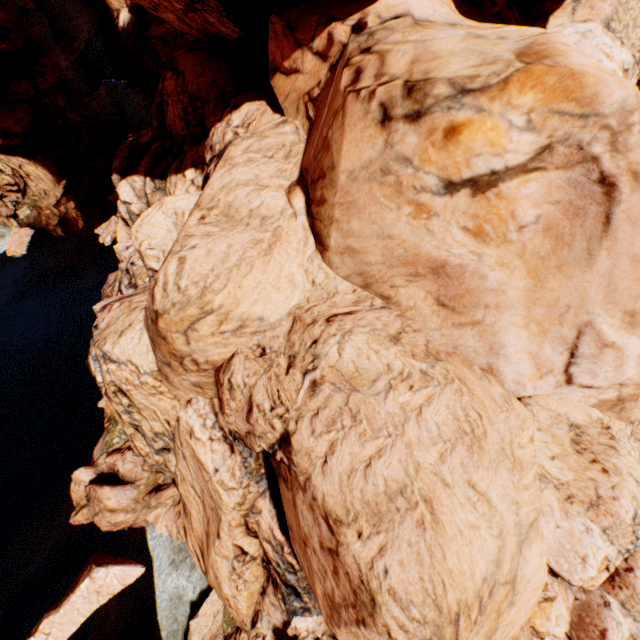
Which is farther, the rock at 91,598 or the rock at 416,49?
the rock at 91,598

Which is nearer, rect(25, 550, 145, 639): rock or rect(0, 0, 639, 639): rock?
rect(0, 0, 639, 639): rock

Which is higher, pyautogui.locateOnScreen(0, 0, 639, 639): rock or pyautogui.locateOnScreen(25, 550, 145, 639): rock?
pyautogui.locateOnScreen(0, 0, 639, 639): rock

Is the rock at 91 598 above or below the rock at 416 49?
below

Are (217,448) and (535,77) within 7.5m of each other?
Result: no
